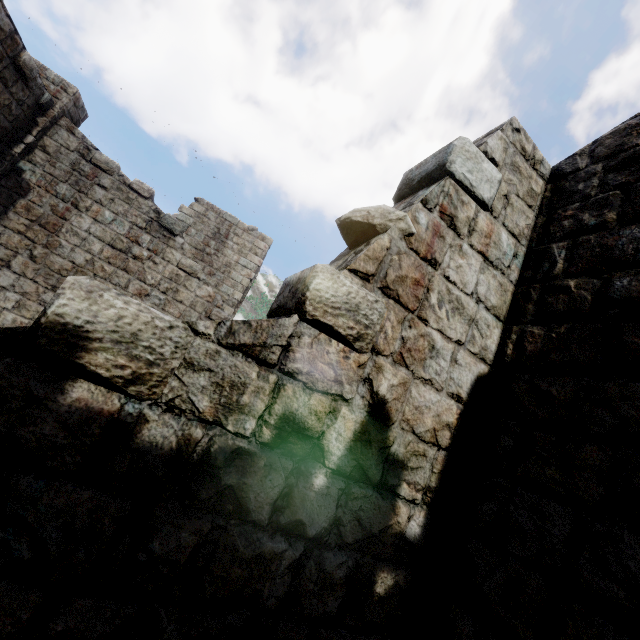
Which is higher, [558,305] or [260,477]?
[558,305]
